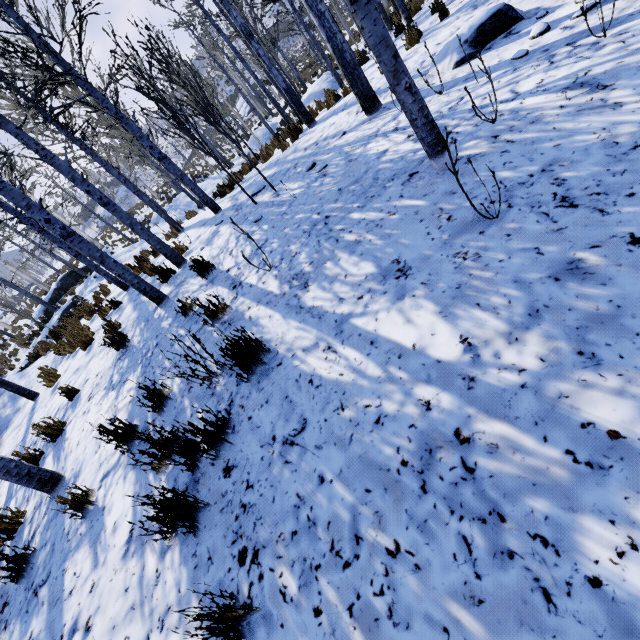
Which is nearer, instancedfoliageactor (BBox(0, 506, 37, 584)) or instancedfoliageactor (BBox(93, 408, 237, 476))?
instancedfoliageactor (BBox(93, 408, 237, 476))

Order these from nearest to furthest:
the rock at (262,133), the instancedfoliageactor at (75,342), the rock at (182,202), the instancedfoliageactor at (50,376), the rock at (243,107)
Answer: the instancedfoliageactor at (75,342)
the instancedfoliageactor at (50,376)
the rock at (182,202)
the rock at (262,133)
the rock at (243,107)

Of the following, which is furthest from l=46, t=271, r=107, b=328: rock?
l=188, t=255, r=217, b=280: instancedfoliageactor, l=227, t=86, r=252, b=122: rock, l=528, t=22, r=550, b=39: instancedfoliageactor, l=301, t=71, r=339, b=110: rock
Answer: l=227, t=86, r=252, b=122: rock

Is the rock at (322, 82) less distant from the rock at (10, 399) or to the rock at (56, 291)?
the rock at (56, 291)

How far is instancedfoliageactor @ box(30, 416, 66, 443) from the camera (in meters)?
4.63

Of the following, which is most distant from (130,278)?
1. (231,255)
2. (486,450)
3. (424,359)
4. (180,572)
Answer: (486,450)

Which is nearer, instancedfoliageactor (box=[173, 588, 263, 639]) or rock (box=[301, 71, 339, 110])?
instancedfoliageactor (box=[173, 588, 263, 639])

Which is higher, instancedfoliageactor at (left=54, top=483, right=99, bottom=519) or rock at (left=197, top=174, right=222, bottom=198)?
rock at (left=197, top=174, right=222, bottom=198)
